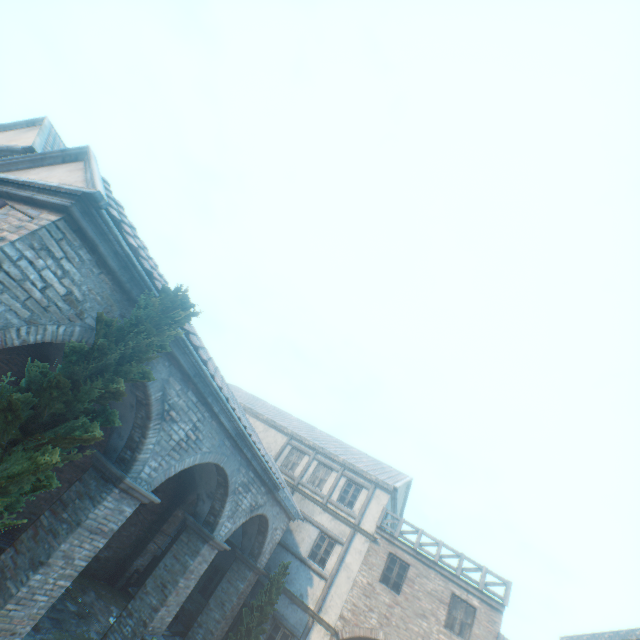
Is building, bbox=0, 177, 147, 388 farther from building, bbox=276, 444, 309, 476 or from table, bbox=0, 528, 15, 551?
table, bbox=0, 528, 15, 551

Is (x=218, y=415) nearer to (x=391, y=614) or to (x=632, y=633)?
(x=391, y=614)

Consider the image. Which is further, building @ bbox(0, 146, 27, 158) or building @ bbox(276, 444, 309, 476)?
building @ bbox(276, 444, 309, 476)

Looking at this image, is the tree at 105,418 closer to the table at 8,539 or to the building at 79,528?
→ the building at 79,528

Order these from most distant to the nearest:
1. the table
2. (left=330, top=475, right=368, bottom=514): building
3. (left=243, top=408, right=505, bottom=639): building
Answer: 1. (left=330, top=475, right=368, bottom=514): building
2. (left=243, top=408, right=505, bottom=639): building
3. the table

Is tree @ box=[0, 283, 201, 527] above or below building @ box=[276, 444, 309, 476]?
below

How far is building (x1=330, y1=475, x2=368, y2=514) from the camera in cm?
1766

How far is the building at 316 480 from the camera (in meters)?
18.61
